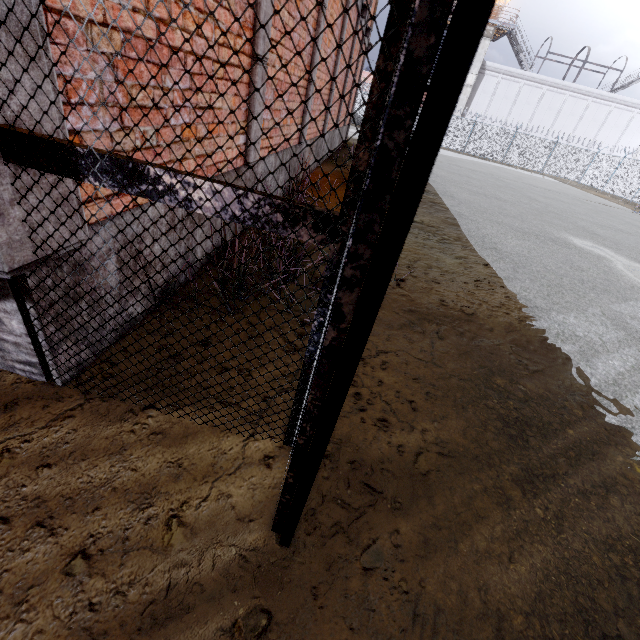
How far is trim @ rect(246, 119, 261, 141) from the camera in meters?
3.5 m

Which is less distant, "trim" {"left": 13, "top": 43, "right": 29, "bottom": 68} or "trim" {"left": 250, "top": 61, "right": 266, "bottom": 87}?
"trim" {"left": 13, "top": 43, "right": 29, "bottom": 68}

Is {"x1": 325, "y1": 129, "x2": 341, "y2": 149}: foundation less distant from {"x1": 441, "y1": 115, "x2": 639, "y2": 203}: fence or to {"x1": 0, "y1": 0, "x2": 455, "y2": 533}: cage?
{"x1": 0, "y1": 0, "x2": 455, "y2": 533}: cage

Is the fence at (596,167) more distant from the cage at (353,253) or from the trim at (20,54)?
the trim at (20,54)

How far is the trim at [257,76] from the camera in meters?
3.3 m

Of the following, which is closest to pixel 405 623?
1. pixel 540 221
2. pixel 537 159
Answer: pixel 540 221

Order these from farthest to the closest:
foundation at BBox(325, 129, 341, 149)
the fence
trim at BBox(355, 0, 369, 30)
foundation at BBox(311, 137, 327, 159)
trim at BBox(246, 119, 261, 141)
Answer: the fence
foundation at BBox(325, 129, 341, 149)
trim at BBox(355, 0, 369, 30)
foundation at BBox(311, 137, 327, 159)
trim at BBox(246, 119, 261, 141)
